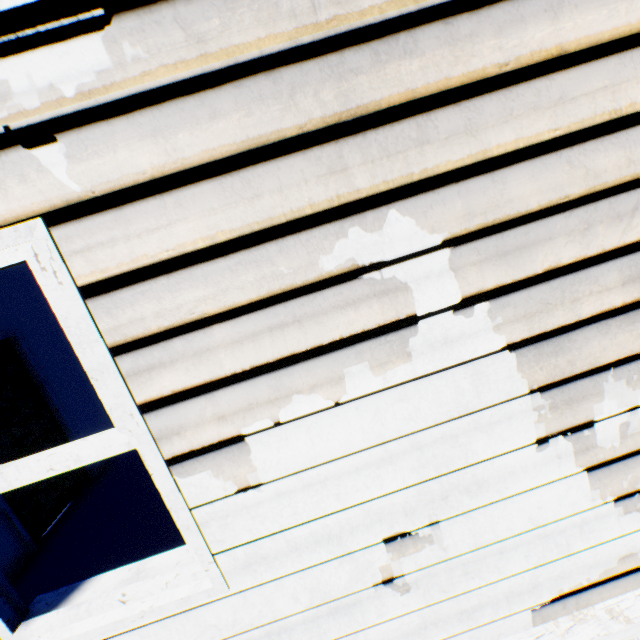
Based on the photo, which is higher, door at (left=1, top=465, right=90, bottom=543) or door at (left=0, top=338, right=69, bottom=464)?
door at (left=0, top=338, right=69, bottom=464)

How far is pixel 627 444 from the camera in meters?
1.4 m

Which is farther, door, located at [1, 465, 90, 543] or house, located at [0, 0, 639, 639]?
door, located at [1, 465, 90, 543]

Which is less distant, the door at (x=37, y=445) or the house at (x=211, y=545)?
the house at (x=211, y=545)
